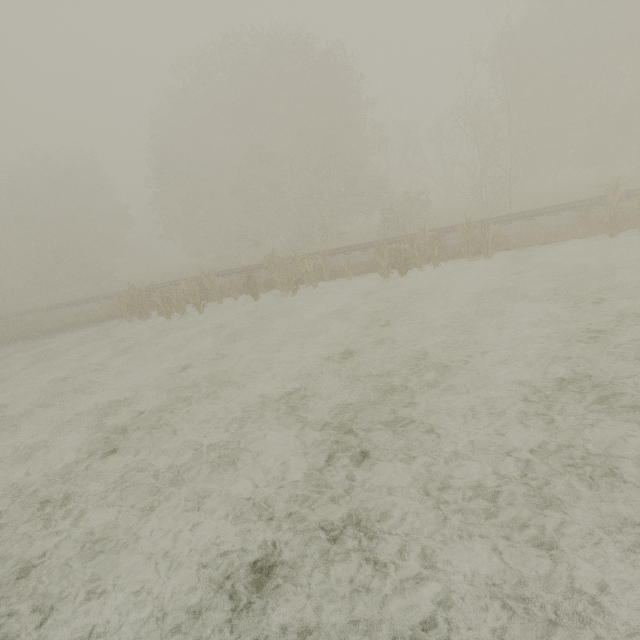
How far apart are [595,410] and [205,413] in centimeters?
726cm
